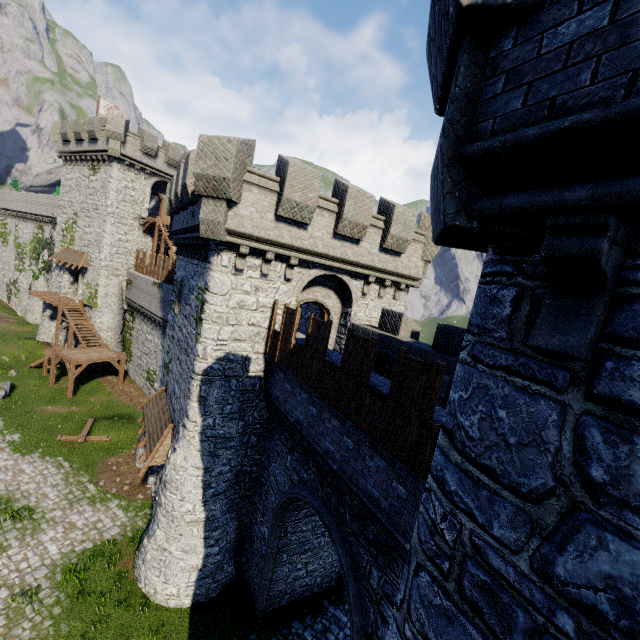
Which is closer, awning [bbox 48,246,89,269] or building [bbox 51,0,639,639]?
building [bbox 51,0,639,639]

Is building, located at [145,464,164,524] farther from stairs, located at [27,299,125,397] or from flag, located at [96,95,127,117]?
flag, located at [96,95,127,117]

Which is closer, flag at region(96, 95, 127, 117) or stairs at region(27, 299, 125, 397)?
stairs at region(27, 299, 125, 397)

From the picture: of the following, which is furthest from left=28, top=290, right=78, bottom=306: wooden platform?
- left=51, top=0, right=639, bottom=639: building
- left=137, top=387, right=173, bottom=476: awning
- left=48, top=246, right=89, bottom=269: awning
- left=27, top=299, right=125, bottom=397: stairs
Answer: left=137, top=387, right=173, bottom=476: awning

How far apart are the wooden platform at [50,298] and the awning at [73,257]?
3.1 meters

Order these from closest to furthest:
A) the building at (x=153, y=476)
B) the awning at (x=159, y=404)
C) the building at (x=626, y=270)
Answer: the building at (x=626, y=270) → the awning at (x=159, y=404) → the building at (x=153, y=476)

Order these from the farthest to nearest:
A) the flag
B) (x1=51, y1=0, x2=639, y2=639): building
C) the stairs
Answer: the flag → the stairs → (x1=51, y1=0, x2=639, y2=639): building

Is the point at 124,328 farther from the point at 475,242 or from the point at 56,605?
the point at 475,242
